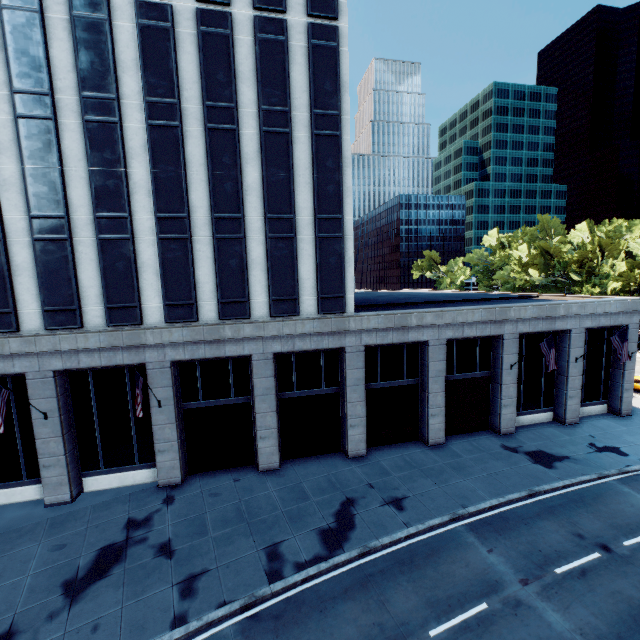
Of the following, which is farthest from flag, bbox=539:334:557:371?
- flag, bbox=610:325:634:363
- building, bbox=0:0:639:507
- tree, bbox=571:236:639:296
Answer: tree, bbox=571:236:639:296

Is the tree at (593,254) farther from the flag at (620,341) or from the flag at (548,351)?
the flag at (548,351)

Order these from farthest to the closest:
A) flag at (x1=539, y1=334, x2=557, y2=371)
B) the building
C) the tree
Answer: the tree
flag at (x1=539, y1=334, x2=557, y2=371)
the building

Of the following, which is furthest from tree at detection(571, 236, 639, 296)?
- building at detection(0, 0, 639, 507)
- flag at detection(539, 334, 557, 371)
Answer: flag at detection(539, 334, 557, 371)

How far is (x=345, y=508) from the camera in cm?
1712

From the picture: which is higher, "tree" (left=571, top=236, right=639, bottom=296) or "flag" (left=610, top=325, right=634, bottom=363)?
"tree" (left=571, top=236, right=639, bottom=296)

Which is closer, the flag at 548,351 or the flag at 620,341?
the flag at 548,351

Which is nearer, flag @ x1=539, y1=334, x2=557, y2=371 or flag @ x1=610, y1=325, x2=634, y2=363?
flag @ x1=539, y1=334, x2=557, y2=371
